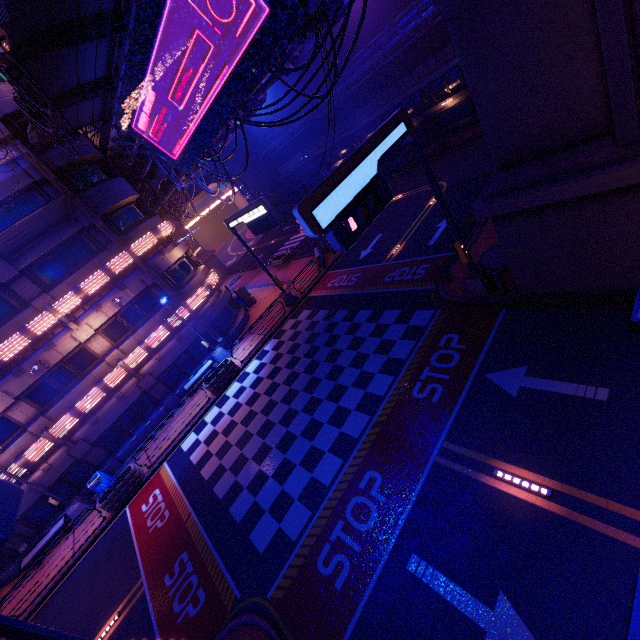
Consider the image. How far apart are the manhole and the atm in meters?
19.0 m

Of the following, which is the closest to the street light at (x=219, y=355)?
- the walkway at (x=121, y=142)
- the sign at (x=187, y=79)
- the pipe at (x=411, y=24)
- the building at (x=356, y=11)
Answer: the sign at (x=187, y=79)

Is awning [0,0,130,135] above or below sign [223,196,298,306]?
above

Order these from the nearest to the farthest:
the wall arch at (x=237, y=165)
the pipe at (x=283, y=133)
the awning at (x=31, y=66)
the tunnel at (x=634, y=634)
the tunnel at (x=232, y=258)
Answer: the tunnel at (x=634, y=634)
the awning at (x=31, y=66)
the pipe at (x=283, y=133)
the wall arch at (x=237, y=165)
the tunnel at (x=232, y=258)

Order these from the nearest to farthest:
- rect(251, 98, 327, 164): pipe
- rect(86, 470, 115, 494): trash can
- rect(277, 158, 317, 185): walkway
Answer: rect(86, 470, 115, 494): trash can → rect(251, 98, 327, 164): pipe → rect(277, 158, 317, 185): walkway

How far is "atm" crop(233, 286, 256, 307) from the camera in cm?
2775

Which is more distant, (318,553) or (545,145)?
(318,553)

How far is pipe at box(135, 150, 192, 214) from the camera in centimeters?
2189cm
